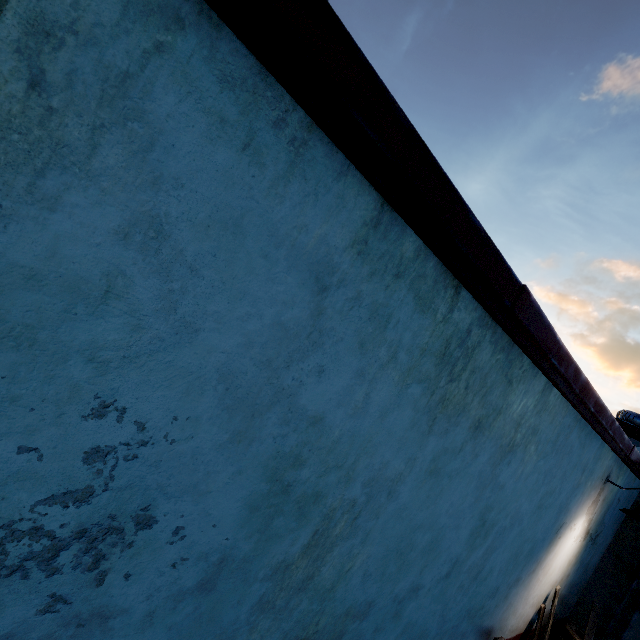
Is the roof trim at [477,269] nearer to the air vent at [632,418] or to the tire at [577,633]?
the air vent at [632,418]

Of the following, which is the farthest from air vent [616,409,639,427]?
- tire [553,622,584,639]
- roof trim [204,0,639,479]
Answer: tire [553,622,584,639]

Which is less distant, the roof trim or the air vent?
the roof trim

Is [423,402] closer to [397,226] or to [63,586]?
[397,226]

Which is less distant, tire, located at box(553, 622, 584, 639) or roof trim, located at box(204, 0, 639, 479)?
roof trim, located at box(204, 0, 639, 479)
